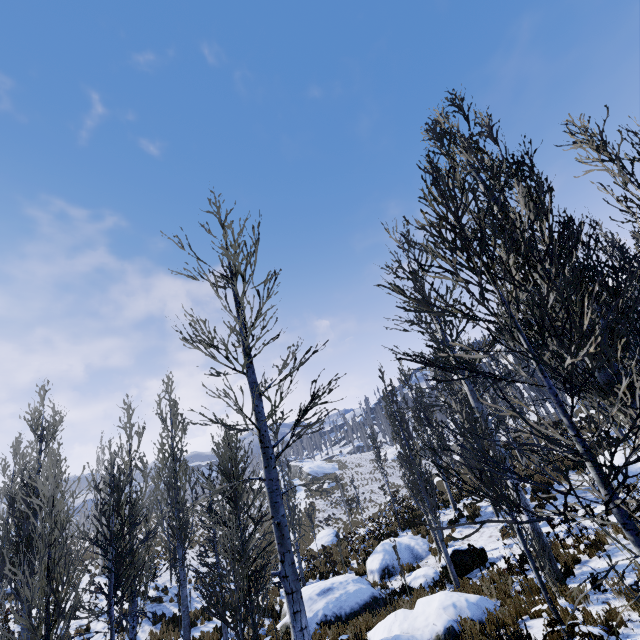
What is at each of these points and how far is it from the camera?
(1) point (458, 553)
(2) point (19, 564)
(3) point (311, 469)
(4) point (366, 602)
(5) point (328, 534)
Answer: (1) rock, 12.37m
(2) instancedfoliageactor, 12.56m
(3) rock, 58.44m
(4) rock, 12.06m
(5) rock, 23.88m

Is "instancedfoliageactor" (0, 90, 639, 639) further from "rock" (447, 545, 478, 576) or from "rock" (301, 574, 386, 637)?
"rock" (301, 574, 386, 637)

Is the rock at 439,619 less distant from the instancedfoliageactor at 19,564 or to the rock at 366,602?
the instancedfoliageactor at 19,564

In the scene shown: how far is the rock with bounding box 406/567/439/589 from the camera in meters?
12.5

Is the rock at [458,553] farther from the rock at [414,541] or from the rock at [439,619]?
the rock at [439,619]

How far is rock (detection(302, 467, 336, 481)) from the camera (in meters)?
54.99

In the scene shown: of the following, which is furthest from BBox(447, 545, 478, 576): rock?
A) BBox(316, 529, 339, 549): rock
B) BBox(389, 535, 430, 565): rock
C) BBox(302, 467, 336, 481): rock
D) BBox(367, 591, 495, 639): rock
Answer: BBox(302, 467, 336, 481): rock

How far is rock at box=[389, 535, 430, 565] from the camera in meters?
15.1 m
